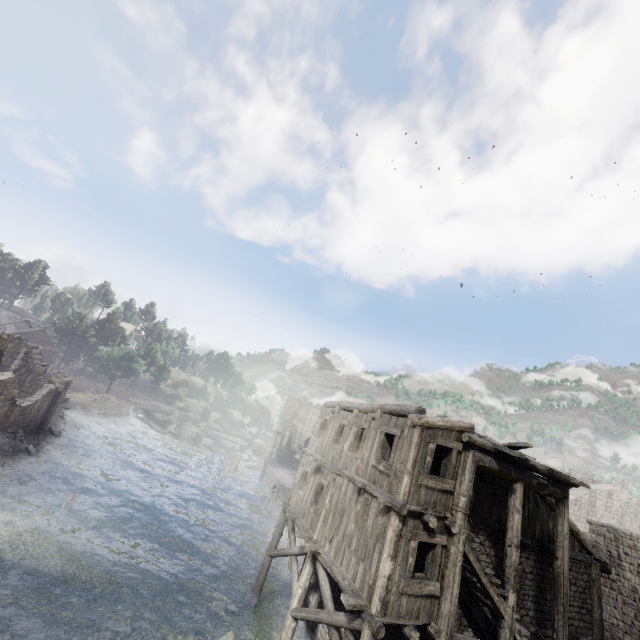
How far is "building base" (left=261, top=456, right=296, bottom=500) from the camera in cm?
3584

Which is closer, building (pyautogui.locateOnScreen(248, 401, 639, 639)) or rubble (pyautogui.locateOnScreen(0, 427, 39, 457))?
building (pyautogui.locateOnScreen(248, 401, 639, 639))

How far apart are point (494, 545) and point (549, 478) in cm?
345

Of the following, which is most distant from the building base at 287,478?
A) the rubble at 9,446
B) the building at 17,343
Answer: the rubble at 9,446

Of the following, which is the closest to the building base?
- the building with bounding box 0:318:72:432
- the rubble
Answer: the building with bounding box 0:318:72:432

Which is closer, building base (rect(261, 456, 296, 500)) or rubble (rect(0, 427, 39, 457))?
rubble (rect(0, 427, 39, 457))

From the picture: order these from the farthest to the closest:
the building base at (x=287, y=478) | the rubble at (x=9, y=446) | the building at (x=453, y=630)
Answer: the building base at (x=287, y=478)
the rubble at (x=9, y=446)
the building at (x=453, y=630)
